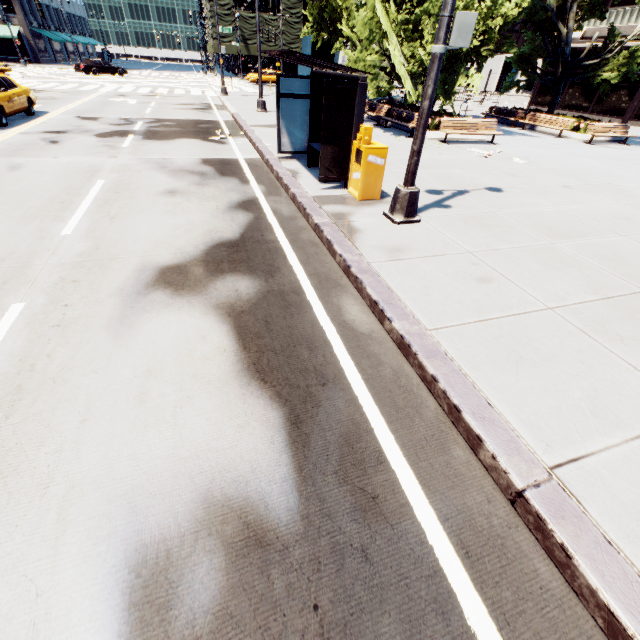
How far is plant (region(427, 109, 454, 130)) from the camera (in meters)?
14.69

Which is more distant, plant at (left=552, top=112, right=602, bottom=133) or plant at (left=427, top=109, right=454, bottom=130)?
plant at (left=552, top=112, right=602, bottom=133)

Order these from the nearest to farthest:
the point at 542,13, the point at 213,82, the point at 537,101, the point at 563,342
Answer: the point at 563,342, the point at 542,13, the point at 537,101, the point at 213,82

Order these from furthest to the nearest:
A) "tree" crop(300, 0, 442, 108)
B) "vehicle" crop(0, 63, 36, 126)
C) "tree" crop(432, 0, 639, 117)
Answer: "tree" crop(432, 0, 639, 117)
"tree" crop(300, 0, 442, 108)
"vehicle" crop(0, 63, 36, 126)

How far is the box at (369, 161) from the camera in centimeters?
659cm

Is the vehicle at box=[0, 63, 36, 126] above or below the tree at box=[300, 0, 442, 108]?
below

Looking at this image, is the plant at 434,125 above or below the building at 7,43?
below

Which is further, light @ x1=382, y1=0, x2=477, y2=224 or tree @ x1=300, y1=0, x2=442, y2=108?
tree @ x1=300, y1=0, x2=442, y2=108
